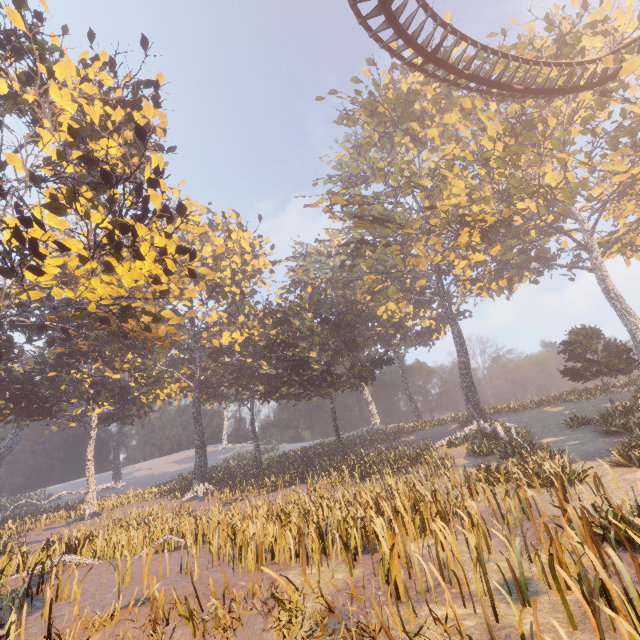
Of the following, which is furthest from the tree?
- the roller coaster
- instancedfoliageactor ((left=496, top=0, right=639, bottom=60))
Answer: instancedfoliageactor ((left=496, top=0, right=639, bottom=60))

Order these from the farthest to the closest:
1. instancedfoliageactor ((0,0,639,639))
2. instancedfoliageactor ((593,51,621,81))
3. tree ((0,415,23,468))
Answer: tree ((0,415,23,468)), instancedfoliageactor ((593,51,621,81)), instancedfoliageactor ((0,0,639,639))

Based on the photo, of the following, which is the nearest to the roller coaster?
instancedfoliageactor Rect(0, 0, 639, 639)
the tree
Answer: instancedfoliageactor Rect(0, 0, 639, 639)

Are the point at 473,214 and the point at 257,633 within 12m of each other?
no

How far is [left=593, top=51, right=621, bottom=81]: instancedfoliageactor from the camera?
18.71m

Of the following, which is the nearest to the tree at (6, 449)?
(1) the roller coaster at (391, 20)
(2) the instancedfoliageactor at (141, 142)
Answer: (2) the instancedfoliageactor at (141, 142)
